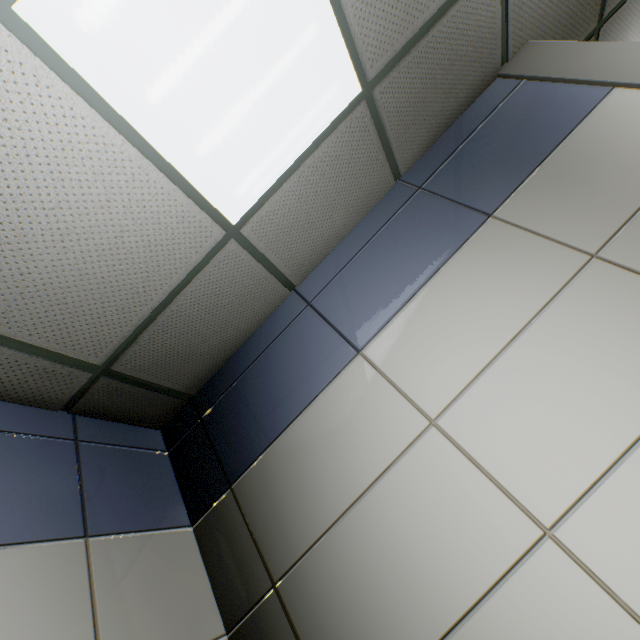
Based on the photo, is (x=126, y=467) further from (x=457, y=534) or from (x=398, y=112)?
(x=398, y=112)
